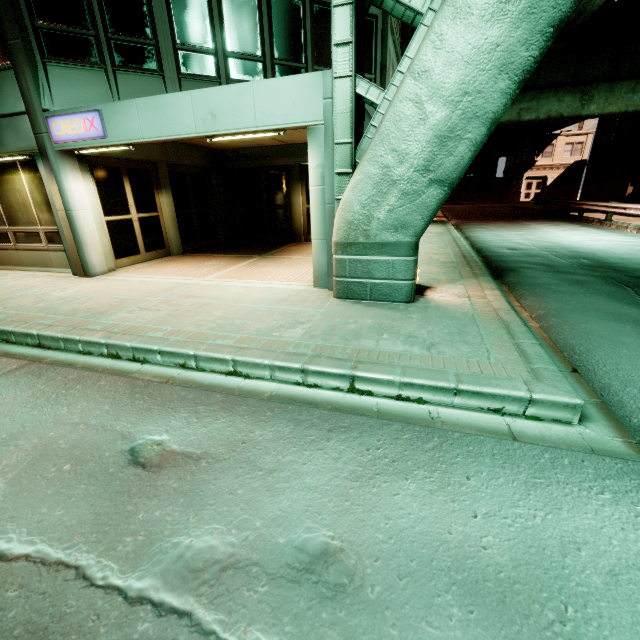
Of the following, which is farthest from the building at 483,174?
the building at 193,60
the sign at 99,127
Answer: the sign at 99,127

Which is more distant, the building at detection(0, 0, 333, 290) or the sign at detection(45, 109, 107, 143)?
the sign at detection(45, 109, 107, 143)

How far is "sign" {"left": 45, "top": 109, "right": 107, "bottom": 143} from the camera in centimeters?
677cm

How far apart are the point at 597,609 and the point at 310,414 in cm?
222

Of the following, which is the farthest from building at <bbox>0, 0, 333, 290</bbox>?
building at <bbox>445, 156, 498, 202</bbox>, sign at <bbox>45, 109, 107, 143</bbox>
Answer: building at <bbox>445, 156, 498, 202</bbox>

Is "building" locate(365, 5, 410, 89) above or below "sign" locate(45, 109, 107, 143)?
above
